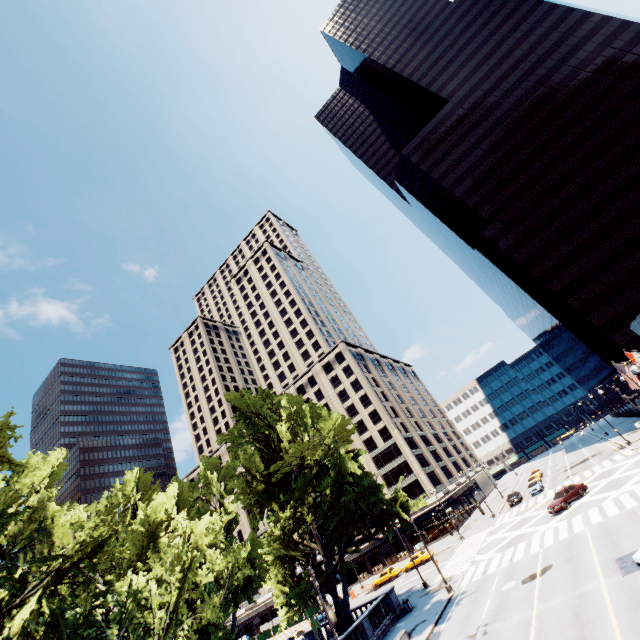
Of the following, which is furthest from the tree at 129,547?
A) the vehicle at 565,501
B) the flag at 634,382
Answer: the flag at 634,382

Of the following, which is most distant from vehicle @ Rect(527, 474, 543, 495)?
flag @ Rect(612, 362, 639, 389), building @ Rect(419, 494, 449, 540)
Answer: flag @ Rect(612, 362, 639, 389)

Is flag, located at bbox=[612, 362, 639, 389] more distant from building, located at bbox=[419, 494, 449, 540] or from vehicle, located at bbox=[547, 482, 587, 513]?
building, located at bbox=[419, 494, 449, 540]

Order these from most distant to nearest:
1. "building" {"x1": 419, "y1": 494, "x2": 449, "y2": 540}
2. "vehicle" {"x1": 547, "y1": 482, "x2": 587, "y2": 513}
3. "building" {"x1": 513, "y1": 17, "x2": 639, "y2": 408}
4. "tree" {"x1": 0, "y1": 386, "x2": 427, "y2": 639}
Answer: "building" {"x1": 419, "y1": 494, "x2": 449, "y2": 540}
"building" {"x1": 513, "y1": 17, "x2": 639, "y2": 408}
"vehicle" {"x1": 547, "y1": 482, "x2": 587, "y2": 513}
"tree" {"x1": 0, "y1": 386, "x2": 427, "y2": 639}

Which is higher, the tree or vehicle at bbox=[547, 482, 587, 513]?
the tree

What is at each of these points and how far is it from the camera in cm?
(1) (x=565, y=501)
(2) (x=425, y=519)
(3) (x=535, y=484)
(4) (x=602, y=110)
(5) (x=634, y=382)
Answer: (1) vehicle, 3244
(2) building, 5978
(3) vehicle, 4962
(4) building, 5741
(5) flag, 2484

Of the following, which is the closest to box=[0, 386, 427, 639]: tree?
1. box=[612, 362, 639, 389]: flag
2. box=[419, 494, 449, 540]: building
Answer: box=[419, 494, 449, 540]: building

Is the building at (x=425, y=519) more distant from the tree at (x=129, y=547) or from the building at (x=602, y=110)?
the building at (x=602, y=110)
